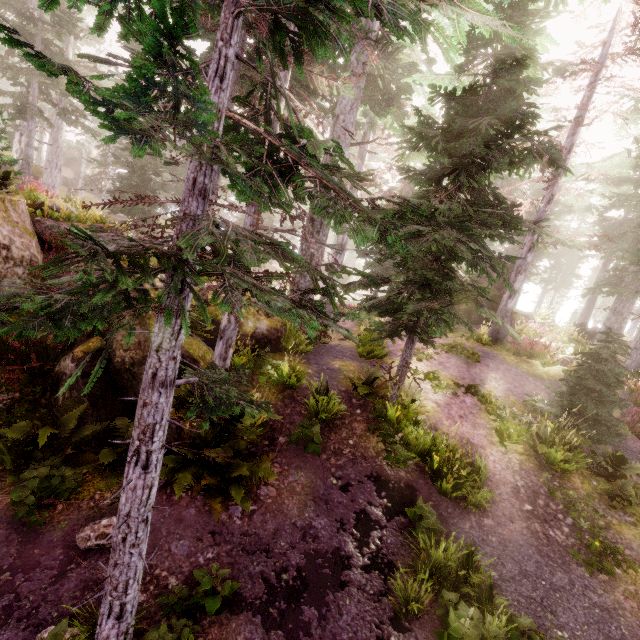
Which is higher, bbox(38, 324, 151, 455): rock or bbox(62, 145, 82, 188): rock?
bbox(62, 145, 82, 188): rock

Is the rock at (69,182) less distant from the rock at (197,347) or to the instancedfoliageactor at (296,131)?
the instancedfoliageactor at (296,131)

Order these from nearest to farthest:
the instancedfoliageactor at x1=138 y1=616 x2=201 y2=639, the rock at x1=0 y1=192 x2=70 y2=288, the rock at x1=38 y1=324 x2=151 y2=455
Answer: the instancedfoliageactor at x1=138 y1=616 x2=201 y2=639 < the rock at x1=38 y1=324 x2=151 y2=455 < the rock at x1=0 y1=192 x2=70 y2=288

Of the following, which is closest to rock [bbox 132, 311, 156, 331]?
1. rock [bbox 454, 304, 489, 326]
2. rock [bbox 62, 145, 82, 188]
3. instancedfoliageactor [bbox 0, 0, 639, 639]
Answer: instancedfoliageactor [bbox 0, 0, 639, 639]

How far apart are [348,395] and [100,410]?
6.30m

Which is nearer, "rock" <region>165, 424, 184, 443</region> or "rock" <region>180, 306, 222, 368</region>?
"rock" <region>165, 424, 184, 443</region>

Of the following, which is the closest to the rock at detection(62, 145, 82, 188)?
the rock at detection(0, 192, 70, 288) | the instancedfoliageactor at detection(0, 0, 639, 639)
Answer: the instancedfoliageactor at detection(0, 0, 639, 639)

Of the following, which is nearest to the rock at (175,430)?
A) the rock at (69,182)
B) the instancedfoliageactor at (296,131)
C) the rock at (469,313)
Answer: the instancedfoliageactor at (296,131)
